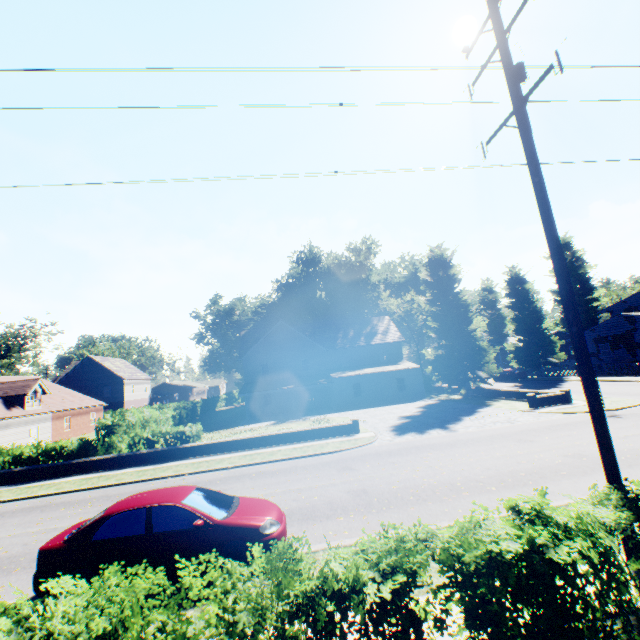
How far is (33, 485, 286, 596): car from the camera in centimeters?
626cm

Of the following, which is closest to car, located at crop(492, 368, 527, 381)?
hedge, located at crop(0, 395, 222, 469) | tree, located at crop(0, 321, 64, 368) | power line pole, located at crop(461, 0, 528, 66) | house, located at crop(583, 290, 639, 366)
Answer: house, located at crop(583, 290, 639, 366)

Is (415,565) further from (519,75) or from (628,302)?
(628,302)

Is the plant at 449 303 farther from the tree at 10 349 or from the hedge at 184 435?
the hedge at 184 435

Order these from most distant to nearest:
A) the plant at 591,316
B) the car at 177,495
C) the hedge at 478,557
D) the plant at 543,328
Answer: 1. the plant at 591,316
2. the plant at 543,328
3. the car at 177,495
4. the hedge at 478,557

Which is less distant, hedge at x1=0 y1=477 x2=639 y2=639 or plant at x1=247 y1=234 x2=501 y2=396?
hedge at x1=0 y1=477 x2=639 y2=639

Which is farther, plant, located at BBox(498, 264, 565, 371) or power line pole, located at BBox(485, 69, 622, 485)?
plant, located at BBox(498, 264, 565, 371)

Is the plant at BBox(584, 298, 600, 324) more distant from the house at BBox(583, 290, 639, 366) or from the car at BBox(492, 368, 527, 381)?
the car at BBox(492, 368, 527, 381)
